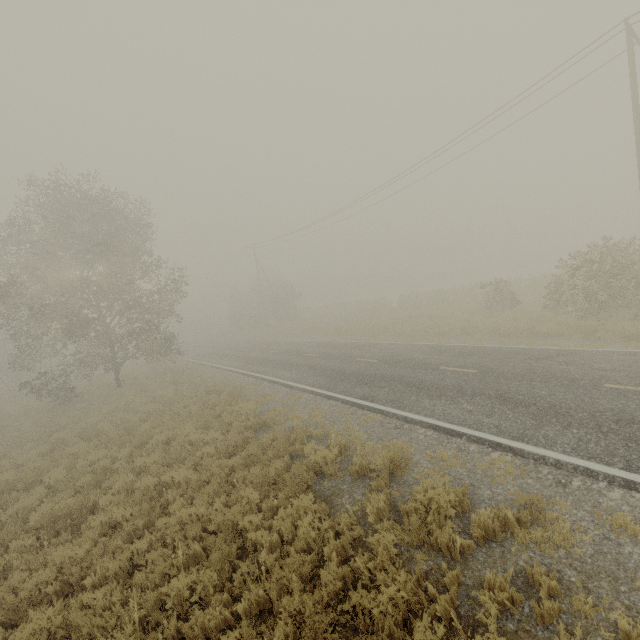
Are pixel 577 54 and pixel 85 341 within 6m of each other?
no
